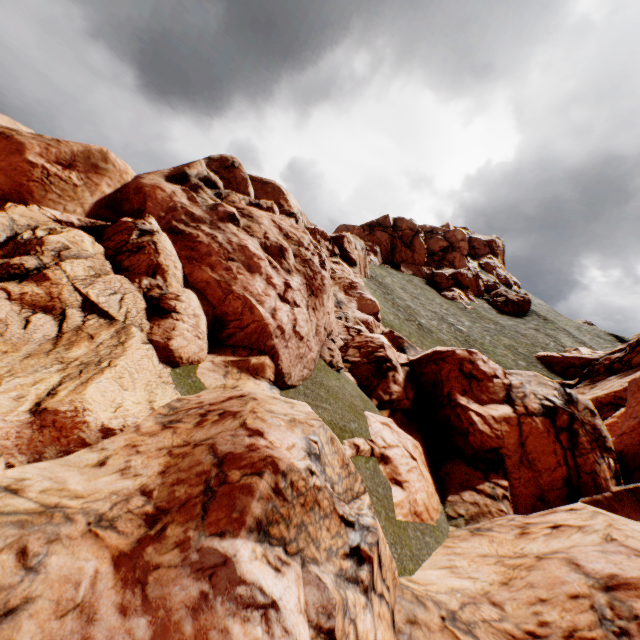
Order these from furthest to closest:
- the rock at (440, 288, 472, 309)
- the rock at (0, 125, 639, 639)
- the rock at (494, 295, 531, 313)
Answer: the rock at (494, 295, 531, 313) < the rock at (440, 288, 472, 309) < the rock at (0, 125, 639, 639)

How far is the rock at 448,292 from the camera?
56.5m

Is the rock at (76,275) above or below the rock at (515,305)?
below

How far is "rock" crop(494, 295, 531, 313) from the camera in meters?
58.6

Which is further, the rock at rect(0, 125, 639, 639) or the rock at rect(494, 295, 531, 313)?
the rock at rect(494, 295, 531, 313)

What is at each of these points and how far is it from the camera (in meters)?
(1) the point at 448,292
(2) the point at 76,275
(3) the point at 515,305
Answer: (1) rock, 59.31
(2) rock, 7.27
(3) rock, 58.91
